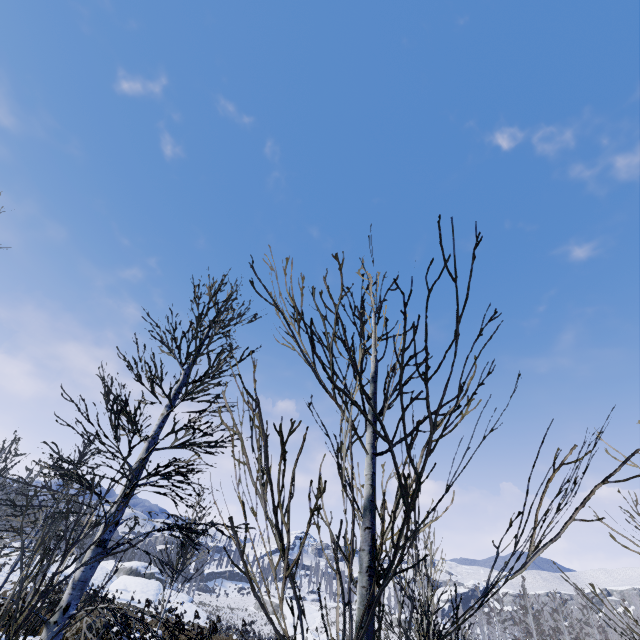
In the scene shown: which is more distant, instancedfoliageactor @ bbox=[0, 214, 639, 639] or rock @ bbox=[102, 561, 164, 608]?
rock @ bbox=[102, 561, 164, 608]

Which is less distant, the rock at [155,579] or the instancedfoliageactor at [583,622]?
the instancedfoliageactor at [583,622]

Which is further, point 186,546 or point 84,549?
point 84,549

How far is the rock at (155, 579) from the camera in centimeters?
3662cm

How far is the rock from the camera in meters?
36.6 m
